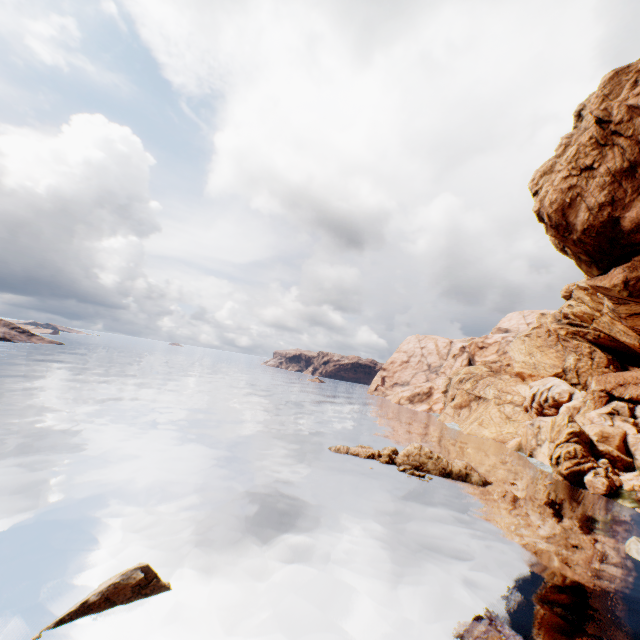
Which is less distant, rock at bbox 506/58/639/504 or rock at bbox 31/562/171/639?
rock at bbox 31/562/171/639

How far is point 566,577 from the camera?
18.8m

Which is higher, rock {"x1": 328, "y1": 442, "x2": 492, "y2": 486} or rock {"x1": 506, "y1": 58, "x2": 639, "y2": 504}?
rock {"x1": 506, "y1": 58, "x2": 639, "y2": 504}

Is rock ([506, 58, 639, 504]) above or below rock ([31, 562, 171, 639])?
above

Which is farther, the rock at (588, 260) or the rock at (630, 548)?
the rock at (630, 548)

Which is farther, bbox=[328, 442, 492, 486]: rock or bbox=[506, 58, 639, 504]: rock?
bbox=[328, 442, 492, 486]: rock

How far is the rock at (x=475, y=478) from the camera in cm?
3372
